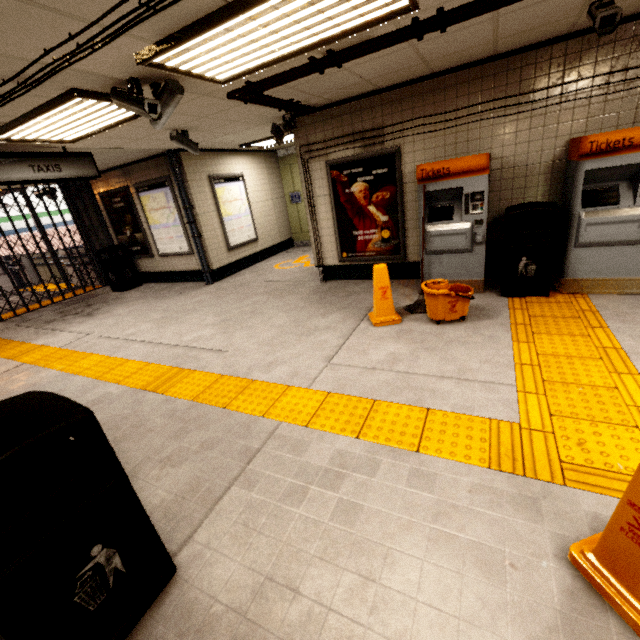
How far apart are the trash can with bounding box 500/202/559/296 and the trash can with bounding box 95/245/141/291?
A: 8.89m

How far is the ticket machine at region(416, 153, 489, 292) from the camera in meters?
4.2 m

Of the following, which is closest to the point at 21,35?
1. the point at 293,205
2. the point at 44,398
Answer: the point at 44,398

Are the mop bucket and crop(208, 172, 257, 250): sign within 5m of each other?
no

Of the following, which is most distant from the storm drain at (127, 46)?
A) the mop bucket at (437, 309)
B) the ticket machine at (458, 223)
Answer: the mop bucket at (437, 309)

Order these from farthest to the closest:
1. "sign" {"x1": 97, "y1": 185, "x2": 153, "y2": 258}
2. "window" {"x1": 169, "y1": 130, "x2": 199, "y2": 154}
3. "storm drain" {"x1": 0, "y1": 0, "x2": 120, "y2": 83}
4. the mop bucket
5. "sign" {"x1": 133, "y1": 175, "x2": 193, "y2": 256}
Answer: "sign" {"x1": 97, "y1": 185, "x2": 153, "y2": 258}, "sign" {"x1": 133, "y1": 175, "x2": 193, "y2": 256}, "window" {"x1": 169, "y1": 130, "x2": 199, "y2": 154}, the mop bucket, "storm drain" {"x1": 0, "y1": 0, "x2": 120, "y2": 83}

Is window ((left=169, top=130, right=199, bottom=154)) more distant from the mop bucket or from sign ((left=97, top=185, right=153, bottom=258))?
the mop bucket

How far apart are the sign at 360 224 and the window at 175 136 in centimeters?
218cm
